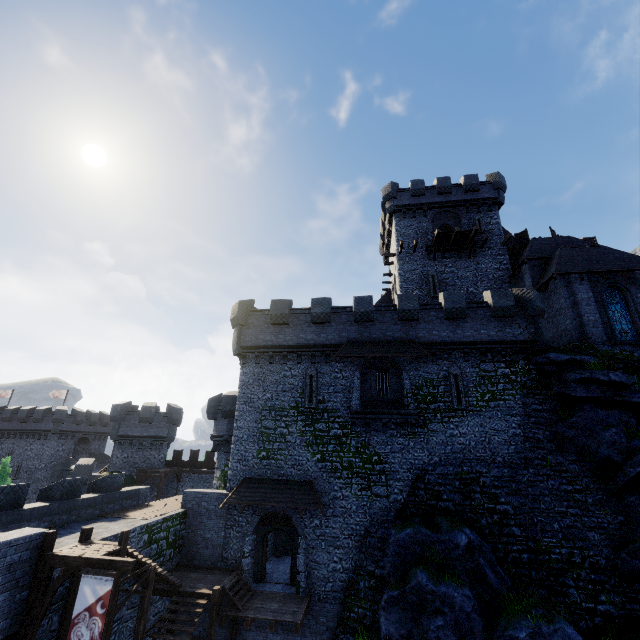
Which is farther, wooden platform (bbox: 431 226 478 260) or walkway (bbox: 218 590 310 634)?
wooden platform (bbox: 431 226 478 260)

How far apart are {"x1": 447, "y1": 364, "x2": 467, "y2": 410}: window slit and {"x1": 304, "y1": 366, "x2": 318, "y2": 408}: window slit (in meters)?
8.21

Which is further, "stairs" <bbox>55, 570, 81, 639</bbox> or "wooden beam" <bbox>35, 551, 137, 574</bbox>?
"stairs" <bbox>55, 570, 81, 639</bbox>

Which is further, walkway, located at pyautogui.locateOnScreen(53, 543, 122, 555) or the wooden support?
walkway, located at pyautogui.locateOnScreen(53, 543, 122, 555)

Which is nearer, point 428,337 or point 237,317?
point 428,337

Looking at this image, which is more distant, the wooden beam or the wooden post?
the wooden post

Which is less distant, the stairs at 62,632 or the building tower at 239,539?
the stairs at 62,632

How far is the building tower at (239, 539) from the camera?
18.39m
